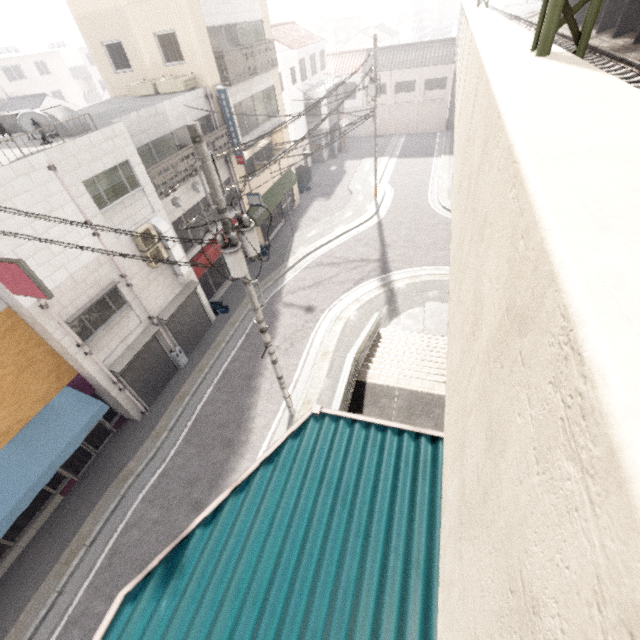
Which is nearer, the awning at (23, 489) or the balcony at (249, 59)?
the awning at (23, 489)

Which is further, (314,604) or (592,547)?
(314,604)

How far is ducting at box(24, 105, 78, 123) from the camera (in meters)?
9.34

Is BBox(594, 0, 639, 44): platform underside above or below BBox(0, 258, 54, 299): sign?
above

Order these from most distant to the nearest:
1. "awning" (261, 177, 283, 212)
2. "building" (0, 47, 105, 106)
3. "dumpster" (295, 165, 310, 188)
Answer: "building" (0, 47, 105, 106), "dumpster" (295, 165, 310, 188), "awning" (261, 177, 283, 212)

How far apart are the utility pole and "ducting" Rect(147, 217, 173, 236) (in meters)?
5.65

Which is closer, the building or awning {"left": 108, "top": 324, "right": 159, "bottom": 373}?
awning {"left": 108, "top": 324, "right": 159, "bottom": 373}

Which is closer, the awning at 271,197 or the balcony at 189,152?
the balcony at 189,152
